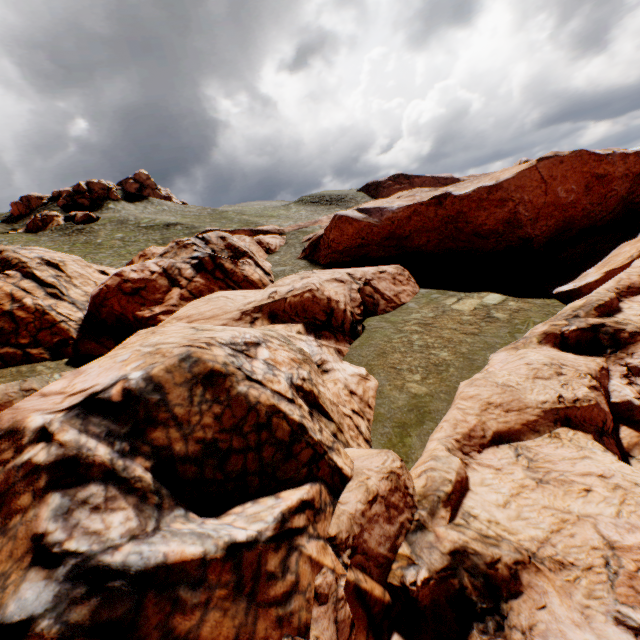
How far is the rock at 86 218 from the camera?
57.9 meters

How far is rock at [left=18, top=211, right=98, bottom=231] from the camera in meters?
57.9 m

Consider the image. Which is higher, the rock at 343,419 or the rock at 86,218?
the rock at 86,218

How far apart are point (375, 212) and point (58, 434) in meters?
33.2

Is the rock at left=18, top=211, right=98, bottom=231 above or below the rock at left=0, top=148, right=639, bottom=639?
above

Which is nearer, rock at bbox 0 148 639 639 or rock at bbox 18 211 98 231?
rock at bbox 0 148 639 639
